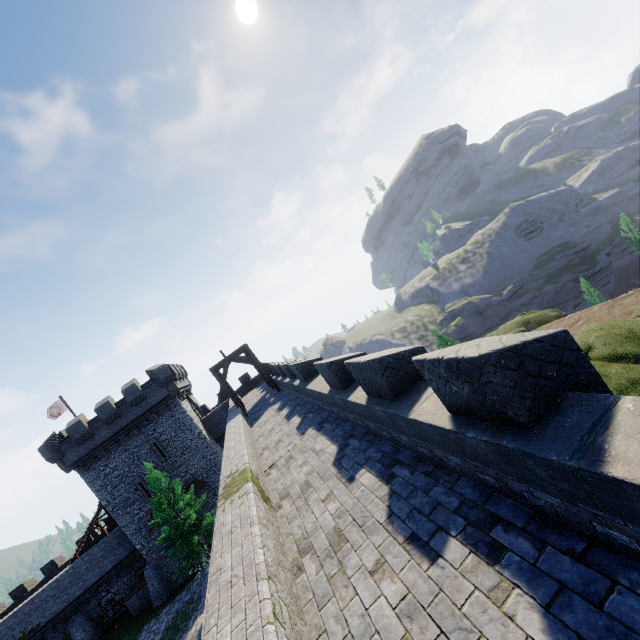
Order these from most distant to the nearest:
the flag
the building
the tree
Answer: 1. the flag
2. the building
3. the tree

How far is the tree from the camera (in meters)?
21.30

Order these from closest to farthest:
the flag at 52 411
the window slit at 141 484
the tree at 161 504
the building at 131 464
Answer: the tree at 161 504, the building at 131 464, the window slit at 141 484, the flag at 52 411

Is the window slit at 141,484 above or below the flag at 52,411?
below

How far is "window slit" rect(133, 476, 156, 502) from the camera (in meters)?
28.88

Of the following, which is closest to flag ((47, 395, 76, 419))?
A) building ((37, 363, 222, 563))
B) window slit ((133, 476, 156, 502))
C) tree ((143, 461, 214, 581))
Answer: building ((37, 363, 222, 563))

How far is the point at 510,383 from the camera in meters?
3.4 m
